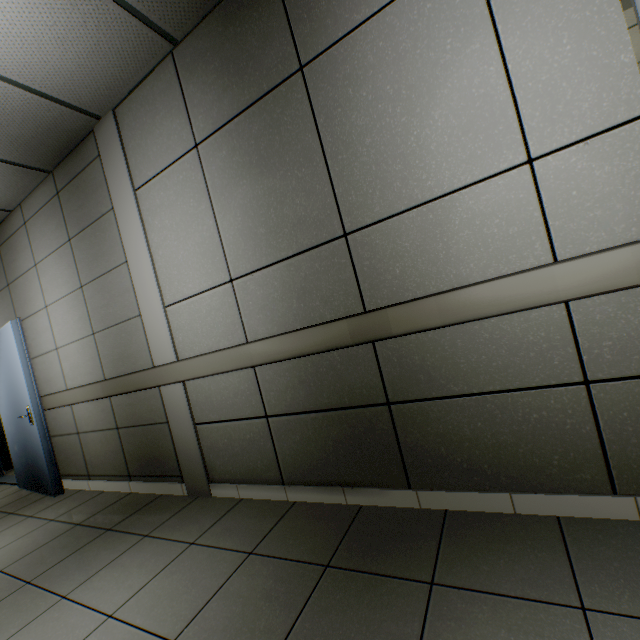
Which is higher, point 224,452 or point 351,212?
point 351,212
